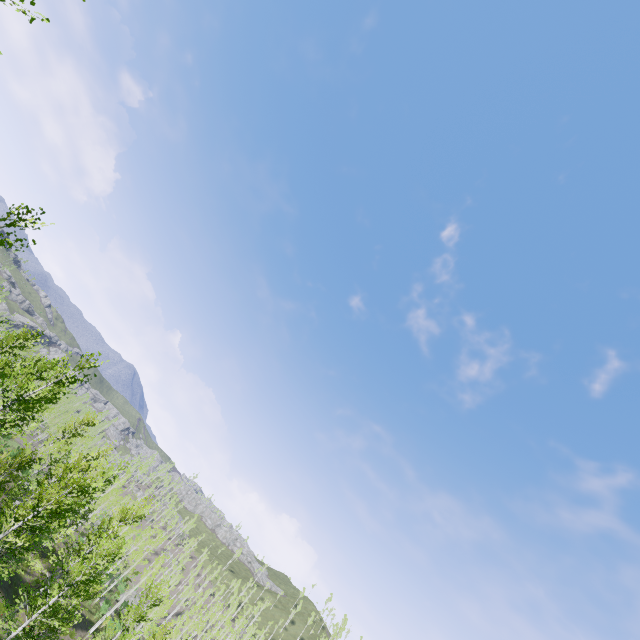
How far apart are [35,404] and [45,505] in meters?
11.5
